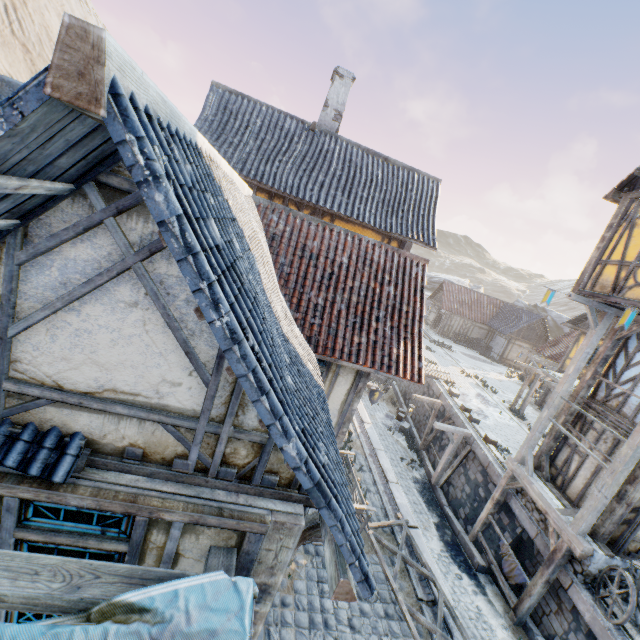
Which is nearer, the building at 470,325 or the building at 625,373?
the building at 625,373

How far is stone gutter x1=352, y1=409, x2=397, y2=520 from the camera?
8.41m

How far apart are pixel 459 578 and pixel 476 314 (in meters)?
30.82

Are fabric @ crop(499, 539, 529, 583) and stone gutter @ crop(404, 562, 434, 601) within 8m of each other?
yes

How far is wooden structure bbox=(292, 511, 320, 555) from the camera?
3.3 meters

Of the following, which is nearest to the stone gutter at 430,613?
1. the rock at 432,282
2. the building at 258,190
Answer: the building at 258,190

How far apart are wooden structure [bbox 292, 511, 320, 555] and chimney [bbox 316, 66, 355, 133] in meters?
14.0

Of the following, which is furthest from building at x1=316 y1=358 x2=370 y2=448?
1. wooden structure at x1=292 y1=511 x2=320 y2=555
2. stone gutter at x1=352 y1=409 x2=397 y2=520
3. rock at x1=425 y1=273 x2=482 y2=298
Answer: rock at x1=425 y1=273 x2=482 y2=298
